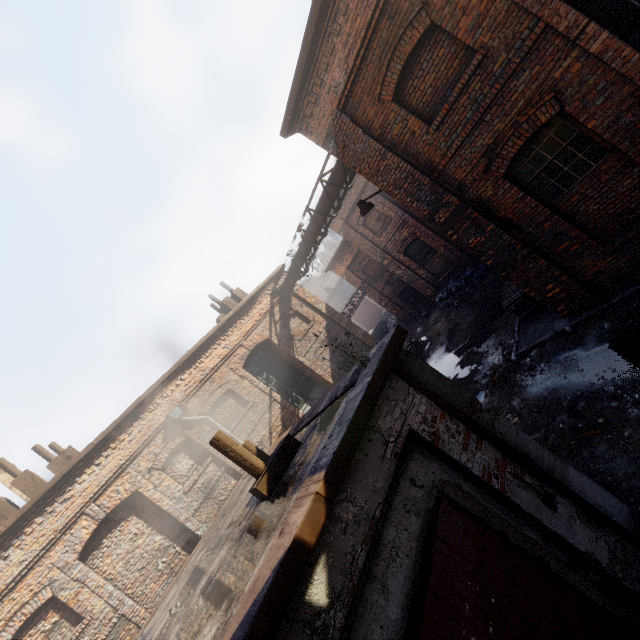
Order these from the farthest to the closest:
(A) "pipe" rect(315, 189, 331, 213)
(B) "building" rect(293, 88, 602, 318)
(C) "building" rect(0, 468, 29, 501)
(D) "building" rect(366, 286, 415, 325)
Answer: (D) "building" rect(366, 286, 415, 325) < (A) "pipe" rect(315, 189, 331, 213) < (C) "building" rect(0, 468, 29, 501) < (B) "building" rect(293, 88, 602, 318)

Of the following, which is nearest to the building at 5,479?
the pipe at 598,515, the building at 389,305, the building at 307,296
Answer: the building at 307,296

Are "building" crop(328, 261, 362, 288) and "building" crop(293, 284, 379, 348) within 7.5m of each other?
yes

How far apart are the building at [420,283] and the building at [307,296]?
4.3m

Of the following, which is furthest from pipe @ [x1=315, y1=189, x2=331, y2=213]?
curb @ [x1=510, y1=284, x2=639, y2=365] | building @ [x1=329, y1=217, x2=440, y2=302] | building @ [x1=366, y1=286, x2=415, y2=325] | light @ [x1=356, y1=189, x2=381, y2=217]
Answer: building @ [x1=366, y1=286, x2=415, y2=325]

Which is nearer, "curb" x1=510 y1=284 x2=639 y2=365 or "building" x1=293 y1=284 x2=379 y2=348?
"curb" x1=510 y1=284 x2=639 y2=365

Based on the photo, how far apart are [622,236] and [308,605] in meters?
7.7

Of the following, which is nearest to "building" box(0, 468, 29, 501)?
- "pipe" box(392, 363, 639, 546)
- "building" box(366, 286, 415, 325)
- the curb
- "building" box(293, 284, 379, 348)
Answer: "building" box(293, 284, 379, 348)
